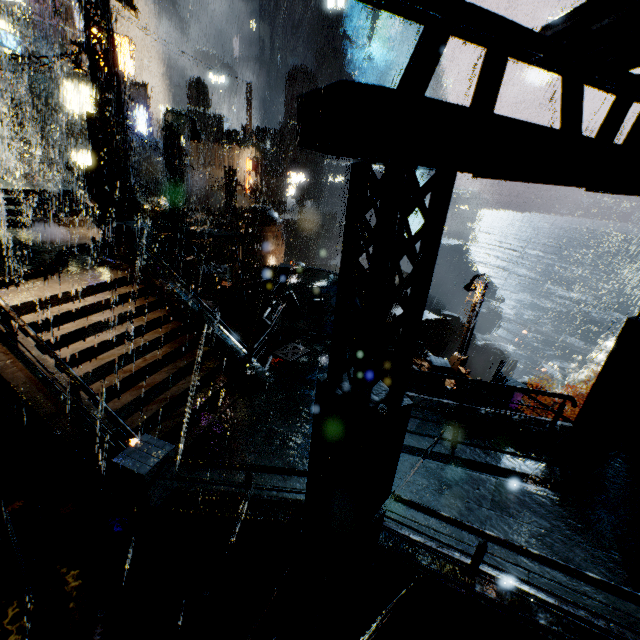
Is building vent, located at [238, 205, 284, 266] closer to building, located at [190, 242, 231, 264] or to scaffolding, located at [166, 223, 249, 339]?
building, located at [190, 242, 231, 264]

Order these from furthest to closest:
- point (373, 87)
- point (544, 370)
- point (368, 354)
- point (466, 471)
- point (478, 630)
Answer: point (544, 370)
point (466, 471)
point (478, 630)
point (368, 354)
point (373, 87)

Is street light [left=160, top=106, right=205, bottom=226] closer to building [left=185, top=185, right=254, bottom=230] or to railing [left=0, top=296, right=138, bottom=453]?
building [left=185, top=185, right=254, bottom=230]

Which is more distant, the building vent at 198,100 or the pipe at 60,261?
the building vent at 198,100

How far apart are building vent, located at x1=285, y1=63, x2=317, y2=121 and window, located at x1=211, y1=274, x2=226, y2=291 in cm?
4164

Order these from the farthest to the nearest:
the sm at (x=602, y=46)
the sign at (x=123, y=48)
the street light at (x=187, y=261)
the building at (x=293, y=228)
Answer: the building at (x=293, y=228) → the sign at (x=123, y=48) → the street light at (x=187, y=261) → the sm at (x=602, y=46)

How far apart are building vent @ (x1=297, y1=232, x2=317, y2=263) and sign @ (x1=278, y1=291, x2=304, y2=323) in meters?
41.1 m

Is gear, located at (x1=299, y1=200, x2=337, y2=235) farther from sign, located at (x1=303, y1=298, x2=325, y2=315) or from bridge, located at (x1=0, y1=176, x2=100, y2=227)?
sign, located at (x1=303, y1=298, x2=325, y2=315)
